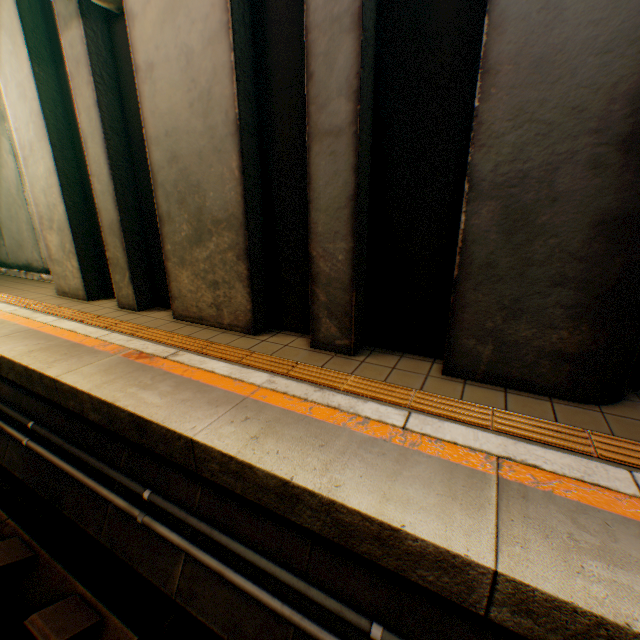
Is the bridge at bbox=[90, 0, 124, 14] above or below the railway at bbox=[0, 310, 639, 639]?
above

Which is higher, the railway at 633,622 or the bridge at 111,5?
the bridge at 111,5

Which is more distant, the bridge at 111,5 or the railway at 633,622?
the bridge at 111,5

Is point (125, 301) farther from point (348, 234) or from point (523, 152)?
point (523, 152)

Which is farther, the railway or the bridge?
the bridge
